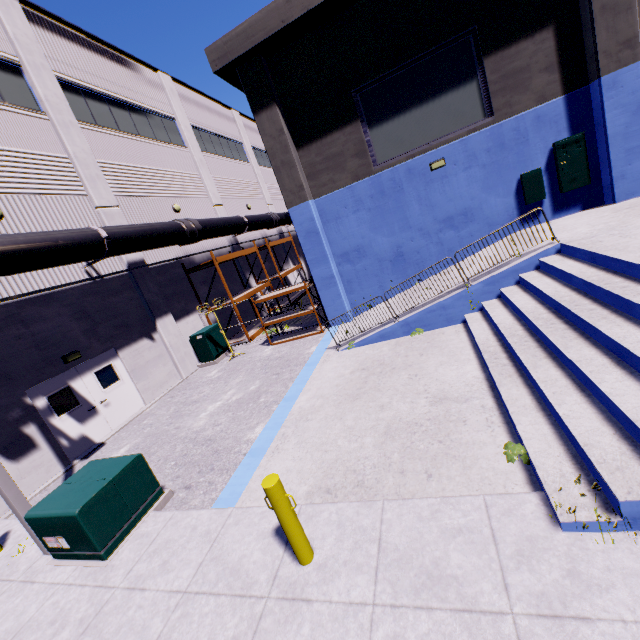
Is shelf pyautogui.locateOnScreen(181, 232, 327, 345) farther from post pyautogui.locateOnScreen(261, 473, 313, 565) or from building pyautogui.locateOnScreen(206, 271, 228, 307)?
post pyautogui.locateOnScreen(261, 473, 313, 565)

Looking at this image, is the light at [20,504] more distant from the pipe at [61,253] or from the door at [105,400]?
the door at [105,400]

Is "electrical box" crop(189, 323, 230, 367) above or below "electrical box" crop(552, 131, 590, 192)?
below

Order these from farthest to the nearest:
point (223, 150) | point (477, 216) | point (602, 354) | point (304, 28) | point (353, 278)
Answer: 1. point (223, 150)
2. point (353, 278)
3. point (477, 216)
4. point (304, 28)
5. point (602, 354)

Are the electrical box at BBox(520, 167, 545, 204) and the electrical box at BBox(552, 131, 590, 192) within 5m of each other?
yes

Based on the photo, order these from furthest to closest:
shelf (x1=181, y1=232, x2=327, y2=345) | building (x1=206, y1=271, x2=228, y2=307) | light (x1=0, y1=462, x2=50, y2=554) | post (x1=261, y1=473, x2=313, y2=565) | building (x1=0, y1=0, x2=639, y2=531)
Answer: building (x1=206, y1=271, x2=228, y2=307) < shelf (x1=181, y1=232, x2=327, y2=345) < light (x1=0, y1=462, x2=50, y2=554) < building (x1=0, y1=0, x2=639, y2=531) < post (x1=261, y1=473, x2=313, y2=565)

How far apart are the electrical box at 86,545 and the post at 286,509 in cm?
331

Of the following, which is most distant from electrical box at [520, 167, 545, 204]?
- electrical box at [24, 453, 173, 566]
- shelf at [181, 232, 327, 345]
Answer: A: electrical box at [24, 453, 173, 566]
